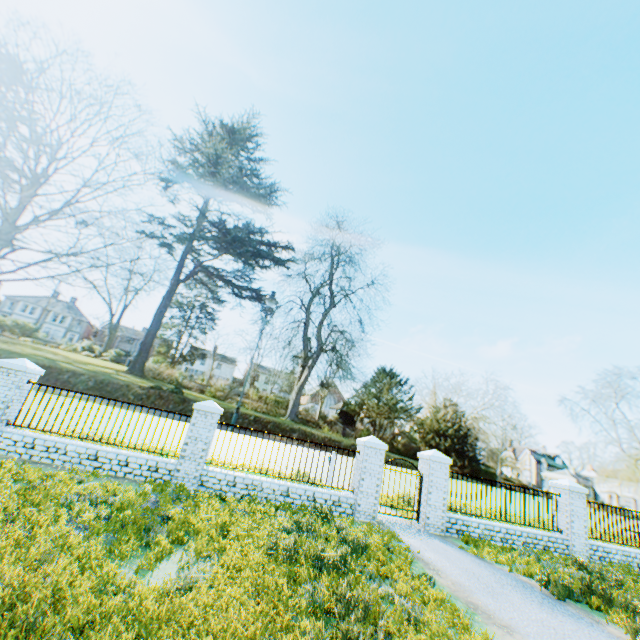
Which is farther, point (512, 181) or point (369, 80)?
point (512, 181)

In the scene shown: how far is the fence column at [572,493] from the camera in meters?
11.3 m

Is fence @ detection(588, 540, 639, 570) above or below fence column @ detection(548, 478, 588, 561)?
below

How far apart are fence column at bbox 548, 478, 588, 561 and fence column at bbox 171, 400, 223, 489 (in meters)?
12.73

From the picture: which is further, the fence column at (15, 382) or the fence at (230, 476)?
the fence at (230, 476)

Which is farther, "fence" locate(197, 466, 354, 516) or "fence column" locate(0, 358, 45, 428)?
"fence" locate(197, 466, 354, 516)

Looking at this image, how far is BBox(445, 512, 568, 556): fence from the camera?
10.66m

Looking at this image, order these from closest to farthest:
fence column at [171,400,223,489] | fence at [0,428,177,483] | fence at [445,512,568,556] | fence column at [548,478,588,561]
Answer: fence at [0,428,177,483]
fence column at [171,400,223,489]
fence at [445,512,568,556]
fence column at [548,478,588,561]
